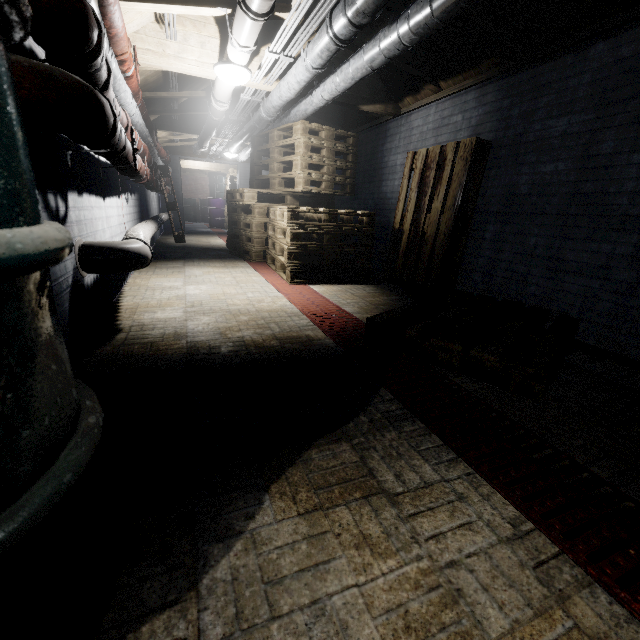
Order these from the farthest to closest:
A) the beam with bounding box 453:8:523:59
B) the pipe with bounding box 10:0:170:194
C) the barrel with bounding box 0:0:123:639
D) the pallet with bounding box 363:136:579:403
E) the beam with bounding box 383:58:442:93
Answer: the beam with bounding box 383:58:442:93
the beam with bounding box 453:8:523:59
the pallet with bounding box 363:136:579:403
the pipe with bounding box 10:0:170:194
the barrel with bounding box 0:0:123:639

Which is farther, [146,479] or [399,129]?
[399,129]

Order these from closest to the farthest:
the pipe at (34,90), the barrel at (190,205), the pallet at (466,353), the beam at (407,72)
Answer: the pipe at (34,90) → the pallet at (466,353) → the beam at (407,72) → the barrel at (190,205)

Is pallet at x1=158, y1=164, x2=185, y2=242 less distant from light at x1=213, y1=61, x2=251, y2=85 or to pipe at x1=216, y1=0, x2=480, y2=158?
pipe at x1=216, y1=0, x2=480, y2=158

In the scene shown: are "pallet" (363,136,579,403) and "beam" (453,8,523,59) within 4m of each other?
yes

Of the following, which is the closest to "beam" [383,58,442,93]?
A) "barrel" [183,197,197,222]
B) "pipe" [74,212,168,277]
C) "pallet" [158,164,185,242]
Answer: "pipe" [74,212,168,277]

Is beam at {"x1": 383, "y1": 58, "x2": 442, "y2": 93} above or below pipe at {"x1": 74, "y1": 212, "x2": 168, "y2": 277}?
above

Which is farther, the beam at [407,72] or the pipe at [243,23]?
the beam at [407,72]
